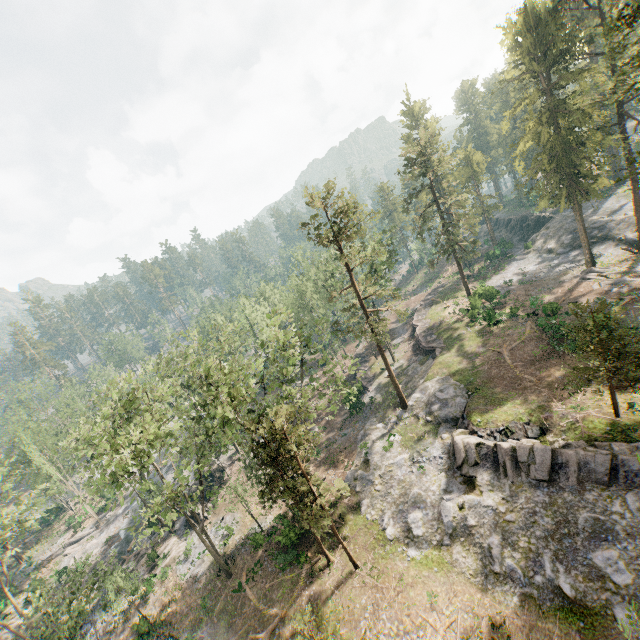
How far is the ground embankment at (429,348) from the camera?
41.4 meters

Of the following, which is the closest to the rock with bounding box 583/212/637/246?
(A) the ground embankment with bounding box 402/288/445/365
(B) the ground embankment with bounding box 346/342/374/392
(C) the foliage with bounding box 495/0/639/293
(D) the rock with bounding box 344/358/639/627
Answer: (C) the foliage with bounding box 495/0/639/293

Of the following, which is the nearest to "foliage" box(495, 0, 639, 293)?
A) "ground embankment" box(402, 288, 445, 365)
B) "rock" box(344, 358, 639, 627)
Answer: Result: "rock" box(344, 358, 639, 627)

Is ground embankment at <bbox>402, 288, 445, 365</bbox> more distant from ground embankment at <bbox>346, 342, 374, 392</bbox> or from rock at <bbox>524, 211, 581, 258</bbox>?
rock at <bbox>524, 211, 581, 258</bbox>

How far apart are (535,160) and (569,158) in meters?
3.6

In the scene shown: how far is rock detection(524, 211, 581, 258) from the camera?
48.2 meters

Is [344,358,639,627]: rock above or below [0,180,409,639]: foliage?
below

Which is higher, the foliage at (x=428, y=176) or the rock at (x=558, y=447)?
the foliage at (x=428, y=176)
